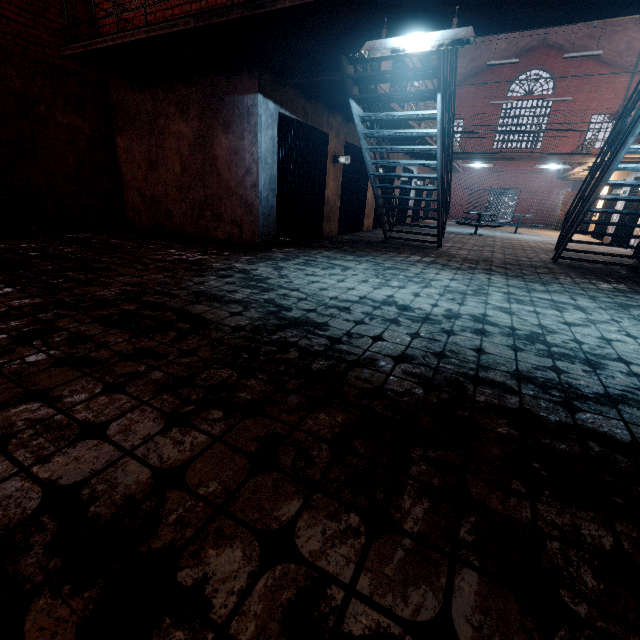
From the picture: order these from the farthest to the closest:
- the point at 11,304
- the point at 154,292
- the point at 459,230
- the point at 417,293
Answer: the point at 459,230 < the point at 417,293 < the point at 154,292 < the point at 11,304

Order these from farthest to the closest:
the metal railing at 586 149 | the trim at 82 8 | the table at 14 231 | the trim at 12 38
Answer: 1. the metal railing at 586 149
2. the trim at 82 8
3. the trim at 12 38
4. the table at 14 231

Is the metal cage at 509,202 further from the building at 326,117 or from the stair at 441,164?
the stair at 441,164

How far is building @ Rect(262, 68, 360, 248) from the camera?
5.6m

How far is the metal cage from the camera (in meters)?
28.73

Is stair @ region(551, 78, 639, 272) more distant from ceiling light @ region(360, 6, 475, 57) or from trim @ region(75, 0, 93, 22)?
trim @ region(75, 0, 93, 22)

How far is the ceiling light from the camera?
3.21m

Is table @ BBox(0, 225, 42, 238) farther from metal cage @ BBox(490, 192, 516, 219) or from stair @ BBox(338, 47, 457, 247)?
metal cage @ BBox(490, 192, 516, 219)
